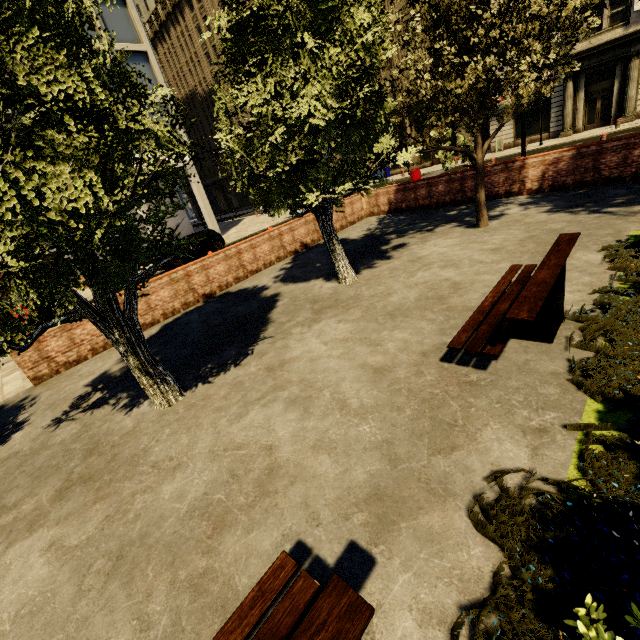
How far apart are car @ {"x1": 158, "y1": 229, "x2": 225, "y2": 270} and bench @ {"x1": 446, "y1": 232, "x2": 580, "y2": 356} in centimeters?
1630cm

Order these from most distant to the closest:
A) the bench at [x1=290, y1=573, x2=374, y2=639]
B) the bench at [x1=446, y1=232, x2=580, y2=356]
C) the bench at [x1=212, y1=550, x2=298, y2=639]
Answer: the bench at [x1=446, y1=232, x2=580, y2=356], the bench at [x1=212, y1=550, x2=298, y2=639], the bench at [x1=290, y1=573, x2=374, y2=639]

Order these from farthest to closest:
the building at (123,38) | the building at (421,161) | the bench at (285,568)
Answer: the building at (421,161) < the building at (123,38) < the bench at (285,568)

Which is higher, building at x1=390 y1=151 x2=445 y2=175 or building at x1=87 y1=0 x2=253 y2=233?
building at x1=87 y1=0 x2=253 y2=233

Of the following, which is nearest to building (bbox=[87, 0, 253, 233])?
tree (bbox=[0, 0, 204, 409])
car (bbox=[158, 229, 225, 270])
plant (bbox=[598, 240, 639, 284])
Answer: car (bbox=[158, 229, 225, 270])

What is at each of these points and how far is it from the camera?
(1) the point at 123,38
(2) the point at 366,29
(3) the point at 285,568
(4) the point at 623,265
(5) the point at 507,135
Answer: (1) building, 20.9 meters
(2) tree, 5.6 meters
(3) bench, 2.2 meters
(4) plant, 5.1 meters
(5) building, 26.5 meters

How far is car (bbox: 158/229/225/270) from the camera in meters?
17.4 m

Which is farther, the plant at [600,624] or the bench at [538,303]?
the bench at [538,303]
